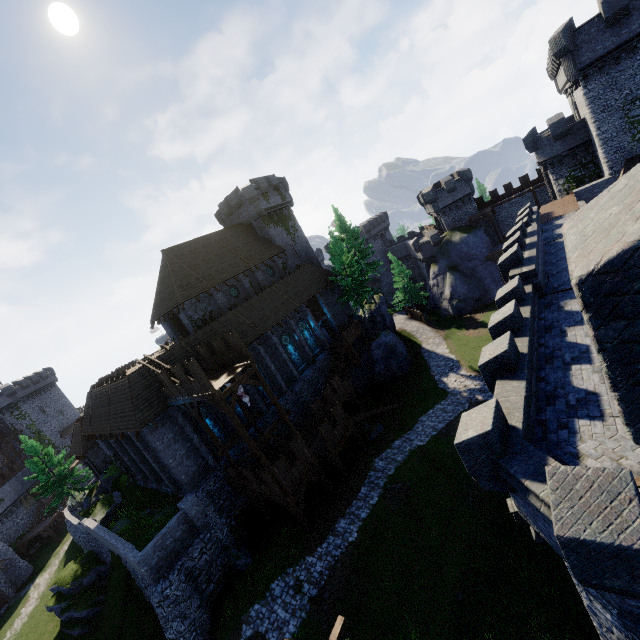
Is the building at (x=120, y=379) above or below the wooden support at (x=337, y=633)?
above

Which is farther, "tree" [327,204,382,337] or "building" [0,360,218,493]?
"tree" [327,204,382,337]

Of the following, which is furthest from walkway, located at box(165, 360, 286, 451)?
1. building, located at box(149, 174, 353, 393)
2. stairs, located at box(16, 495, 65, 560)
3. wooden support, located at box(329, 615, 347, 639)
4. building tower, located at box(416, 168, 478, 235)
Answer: stairs, located at box(16, 495, 65, 560)

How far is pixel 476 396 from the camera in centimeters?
2864cm

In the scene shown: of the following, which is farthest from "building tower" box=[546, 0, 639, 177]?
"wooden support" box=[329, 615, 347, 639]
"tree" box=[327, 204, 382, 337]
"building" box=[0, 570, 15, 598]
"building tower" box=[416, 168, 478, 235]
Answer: "building" box=[0, 570, 15, 598]

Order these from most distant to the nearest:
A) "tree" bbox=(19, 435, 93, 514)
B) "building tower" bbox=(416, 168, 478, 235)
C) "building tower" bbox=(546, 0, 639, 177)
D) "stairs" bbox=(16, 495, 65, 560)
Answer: "building tower" bbox=(416, 168, 478, 235), "stairs" bbox=(16, 495, 65, 560), "tree" bbox=(19, 435, 93, 514), "building tower" bbox=(546, 0, 639, 177)

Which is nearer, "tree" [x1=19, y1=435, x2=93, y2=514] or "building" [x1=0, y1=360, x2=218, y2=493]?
"building" [x1=0, y1=360, x2=218, y2=493]

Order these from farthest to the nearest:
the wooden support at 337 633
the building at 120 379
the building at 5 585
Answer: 1. the building at 5 585
2. the building at 120 379
3. the wooden support at 337 633
